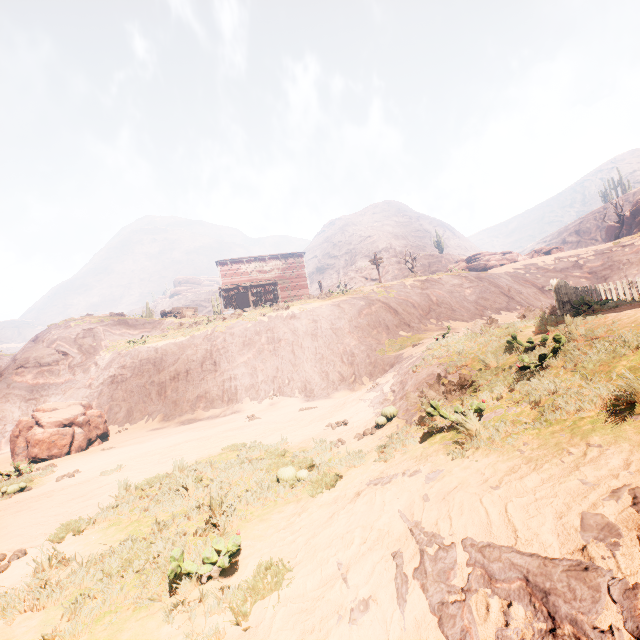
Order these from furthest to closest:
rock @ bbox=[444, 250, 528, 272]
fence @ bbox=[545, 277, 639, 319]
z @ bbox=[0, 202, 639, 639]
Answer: rock @ bbox=[444, 250, 528, 272] < fence @ bbox=[545, 277, 639, 319] < z @ bbox=[0, 202, 639, 639]

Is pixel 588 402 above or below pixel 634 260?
below

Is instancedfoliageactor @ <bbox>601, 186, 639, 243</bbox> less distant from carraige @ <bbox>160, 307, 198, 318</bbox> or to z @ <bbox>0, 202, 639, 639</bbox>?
z @ <bbox>0, 202, 639, 639</bbox>

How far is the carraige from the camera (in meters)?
30.88

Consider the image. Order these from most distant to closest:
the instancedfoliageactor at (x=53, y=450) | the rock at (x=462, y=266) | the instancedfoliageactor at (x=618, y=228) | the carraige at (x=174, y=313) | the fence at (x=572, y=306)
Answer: the rock at (x=462, y=266) → the carraige at (x=174, y=313) → the instancedfoliageactor at (x=618, y=228) → the instancedfoliageactor at (x=53, y=450) → the fence at (x=572, y=306)

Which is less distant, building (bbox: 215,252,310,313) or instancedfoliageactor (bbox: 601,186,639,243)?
instancedfoliageactor (bbox: 601,186,639,243)

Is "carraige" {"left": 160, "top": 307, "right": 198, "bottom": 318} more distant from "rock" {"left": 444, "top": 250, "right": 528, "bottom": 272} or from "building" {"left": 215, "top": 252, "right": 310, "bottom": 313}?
"rock" {"left": 444, "top": 250, "right": 528, "bottom": 272}

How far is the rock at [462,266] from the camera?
34.8 meters
